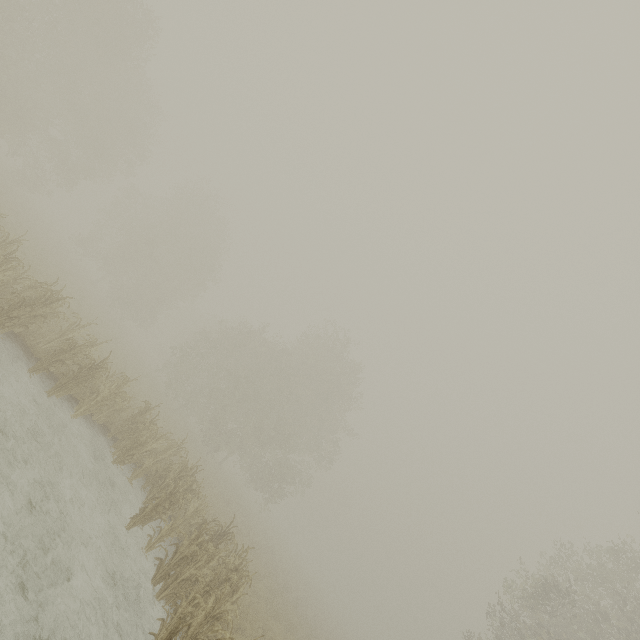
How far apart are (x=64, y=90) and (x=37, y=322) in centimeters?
2562cm
